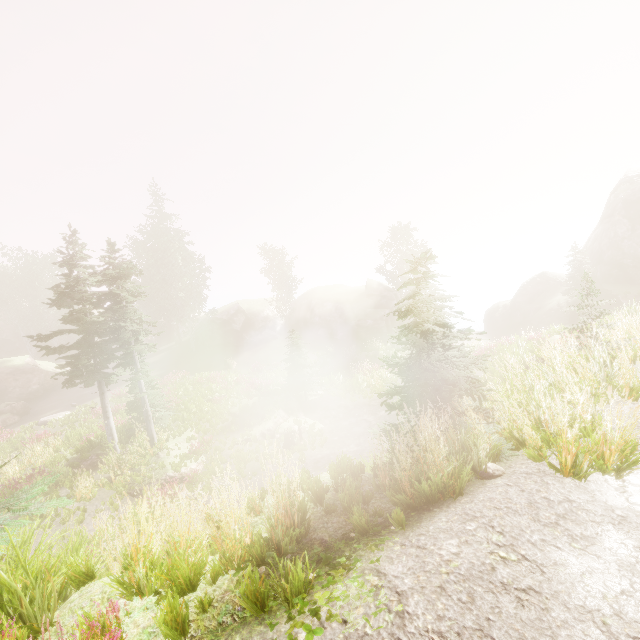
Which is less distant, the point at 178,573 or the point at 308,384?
the point at 178,573

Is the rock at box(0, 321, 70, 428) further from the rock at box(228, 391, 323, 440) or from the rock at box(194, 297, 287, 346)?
the rock at box(228, 391, 323, 440)

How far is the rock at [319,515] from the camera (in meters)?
A: 4.00

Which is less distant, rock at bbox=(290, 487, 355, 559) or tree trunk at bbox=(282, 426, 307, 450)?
rock at bbox=(290, 487, 355, 559)

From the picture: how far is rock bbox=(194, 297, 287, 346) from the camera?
38.88m

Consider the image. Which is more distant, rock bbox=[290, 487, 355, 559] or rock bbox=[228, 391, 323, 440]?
rock bbox=[228, 391, 323, 440]

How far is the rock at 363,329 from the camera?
35.8 meters

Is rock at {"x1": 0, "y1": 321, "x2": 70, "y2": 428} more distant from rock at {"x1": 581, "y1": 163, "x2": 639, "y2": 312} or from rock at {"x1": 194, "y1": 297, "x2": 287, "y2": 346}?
rock at {"x1": 581, "y1": 163, "x2": 639, "y2": 312}
